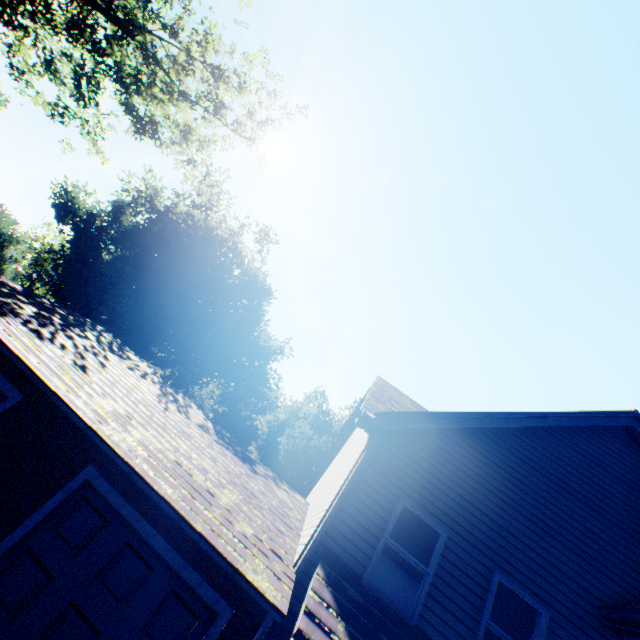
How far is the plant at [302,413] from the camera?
35.47m

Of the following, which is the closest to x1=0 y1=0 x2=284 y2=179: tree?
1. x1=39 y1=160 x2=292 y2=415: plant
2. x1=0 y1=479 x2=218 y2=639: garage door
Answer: x1=0 y1=479 x2=218 y2=639: garage door

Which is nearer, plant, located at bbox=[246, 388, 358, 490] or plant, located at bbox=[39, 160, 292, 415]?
plant, located at bbox=[39, 160, 292, 415]

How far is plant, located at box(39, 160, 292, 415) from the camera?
28.4 meters

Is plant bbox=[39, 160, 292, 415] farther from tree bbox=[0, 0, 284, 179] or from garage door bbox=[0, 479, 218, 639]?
garage door bbox=[0, 479, 218, 639]

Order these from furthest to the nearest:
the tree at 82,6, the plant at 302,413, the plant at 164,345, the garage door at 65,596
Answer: the plant at 302,413 → the plant at 164,345 → the tree at 82,6 → the garage door at 65,596

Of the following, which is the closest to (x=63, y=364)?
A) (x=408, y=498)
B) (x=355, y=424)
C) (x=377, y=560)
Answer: (x=355, y=424)
